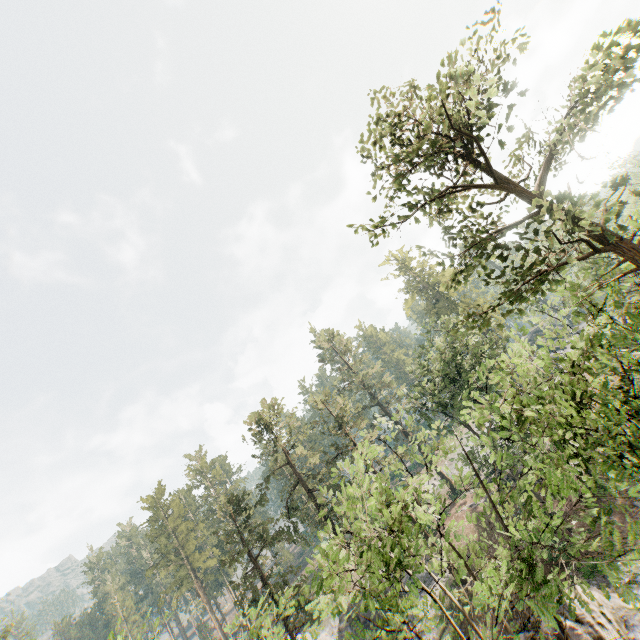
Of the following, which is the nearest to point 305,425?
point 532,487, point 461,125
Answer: point 532,487

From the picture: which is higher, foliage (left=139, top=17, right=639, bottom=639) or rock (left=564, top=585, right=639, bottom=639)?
foliage (left=139, top=17, right=639, bottom=639)

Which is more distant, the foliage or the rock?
the rock

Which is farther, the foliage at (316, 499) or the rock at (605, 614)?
the rock at (605, 614)

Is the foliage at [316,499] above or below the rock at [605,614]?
above
